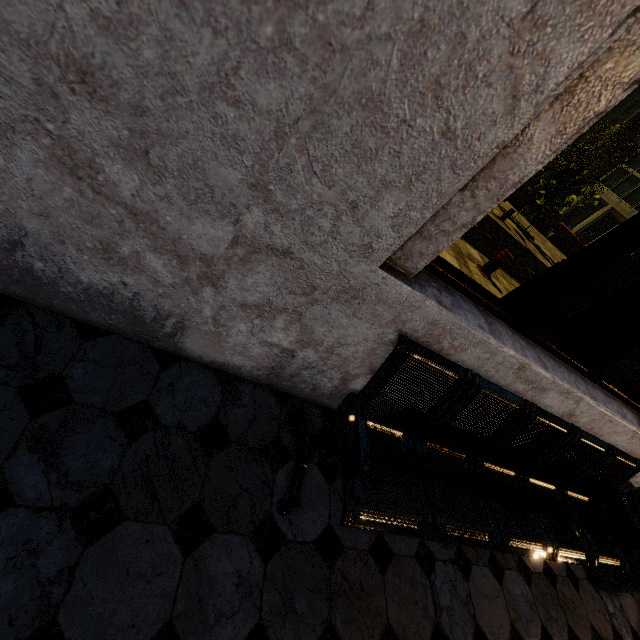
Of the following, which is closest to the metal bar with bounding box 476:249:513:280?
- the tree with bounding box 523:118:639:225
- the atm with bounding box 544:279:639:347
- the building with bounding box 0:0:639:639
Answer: the atm with bounding box 544:279:639:347

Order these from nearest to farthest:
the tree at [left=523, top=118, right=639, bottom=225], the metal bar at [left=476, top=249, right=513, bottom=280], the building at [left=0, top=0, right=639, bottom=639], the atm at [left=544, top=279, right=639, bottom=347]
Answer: the building at [left=0, top=0, right=639, bottom=639]
the atm at [left=544, top=279, right=639, bottom=347]
the metal bar at [left=476, top=249, right=513, bottom=280]
the tree at [left=523, top=118, right=639, bottom=225]

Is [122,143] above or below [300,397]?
above

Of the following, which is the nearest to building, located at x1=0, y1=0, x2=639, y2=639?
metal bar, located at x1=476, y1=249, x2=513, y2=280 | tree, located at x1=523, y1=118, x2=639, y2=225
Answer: metal bar, located at x1=476, y1=249, x2=513, y2=280

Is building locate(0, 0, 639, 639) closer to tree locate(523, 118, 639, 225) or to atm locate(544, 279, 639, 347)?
atm locate(544, 279, 639, 347)

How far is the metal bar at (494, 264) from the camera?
6.0 meters

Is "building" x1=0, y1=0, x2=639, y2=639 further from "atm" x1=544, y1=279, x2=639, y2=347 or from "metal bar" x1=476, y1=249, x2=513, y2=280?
"metal bar" x1=476, y1=249, x2=513, y2=280

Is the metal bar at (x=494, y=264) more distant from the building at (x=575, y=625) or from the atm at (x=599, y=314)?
the building at (x=575, y=625)
